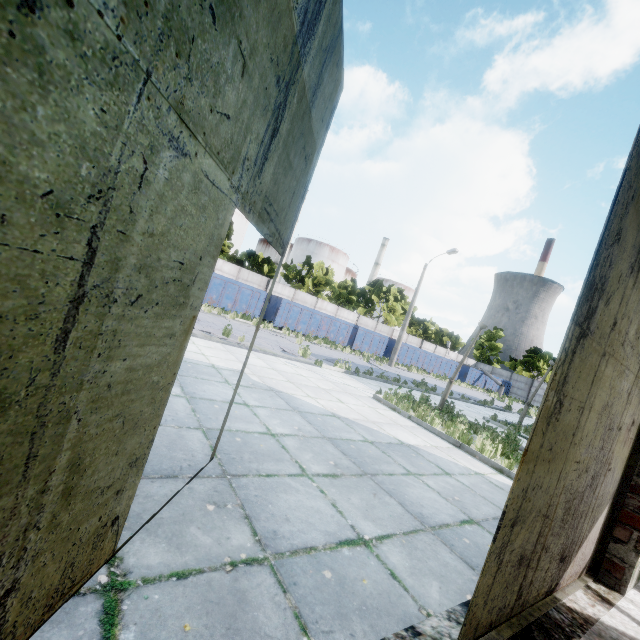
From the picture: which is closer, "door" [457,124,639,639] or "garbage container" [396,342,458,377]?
"door" [457,124,639,639]

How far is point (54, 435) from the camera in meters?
1.1

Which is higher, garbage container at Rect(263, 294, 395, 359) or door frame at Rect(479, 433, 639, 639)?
garbage container at Rect(263, 294, 395, 359)

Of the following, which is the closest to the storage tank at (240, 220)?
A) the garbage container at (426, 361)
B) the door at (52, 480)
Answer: the garbage container at (426, 361)

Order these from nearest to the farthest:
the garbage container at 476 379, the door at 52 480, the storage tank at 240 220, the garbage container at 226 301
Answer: the door at 52 480
the garbage container at 226 301
the garbage container at 476 379
the storage tank at 240 220

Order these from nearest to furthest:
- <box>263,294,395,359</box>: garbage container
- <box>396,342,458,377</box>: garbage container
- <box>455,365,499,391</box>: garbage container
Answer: <box>263,294,395,359</box>: garbage container
<box>396,342,458,377</box>: garbage container
<box>455,365,499,391</box>: garbage container

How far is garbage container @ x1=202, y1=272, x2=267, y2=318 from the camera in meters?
20.2

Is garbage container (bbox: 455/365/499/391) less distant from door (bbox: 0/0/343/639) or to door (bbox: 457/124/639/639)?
door (bbox: 457/124/639/639)
